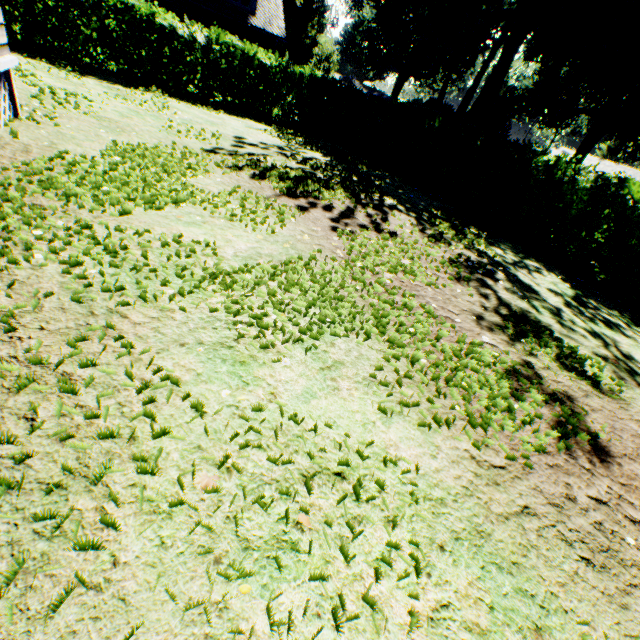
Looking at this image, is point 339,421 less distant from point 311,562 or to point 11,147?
point 311,562

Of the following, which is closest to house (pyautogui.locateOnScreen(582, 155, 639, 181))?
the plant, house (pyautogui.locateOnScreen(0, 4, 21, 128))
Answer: the plant

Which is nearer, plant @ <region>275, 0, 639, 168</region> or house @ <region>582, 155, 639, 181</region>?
plant @ <region>275, 0, 639, 168</region>

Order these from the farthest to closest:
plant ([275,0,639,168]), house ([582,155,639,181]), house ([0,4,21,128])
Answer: house ([582,155,639,181]), plant ([275,0,639,168]), house ([0,4,21,128])

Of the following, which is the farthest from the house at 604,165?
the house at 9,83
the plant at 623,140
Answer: the house at 9,83

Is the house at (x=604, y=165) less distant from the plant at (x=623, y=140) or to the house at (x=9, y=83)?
the plant at (x=623, y=140)

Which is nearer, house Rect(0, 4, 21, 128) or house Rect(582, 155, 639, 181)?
house Rect(0, 4, 21, 128)
